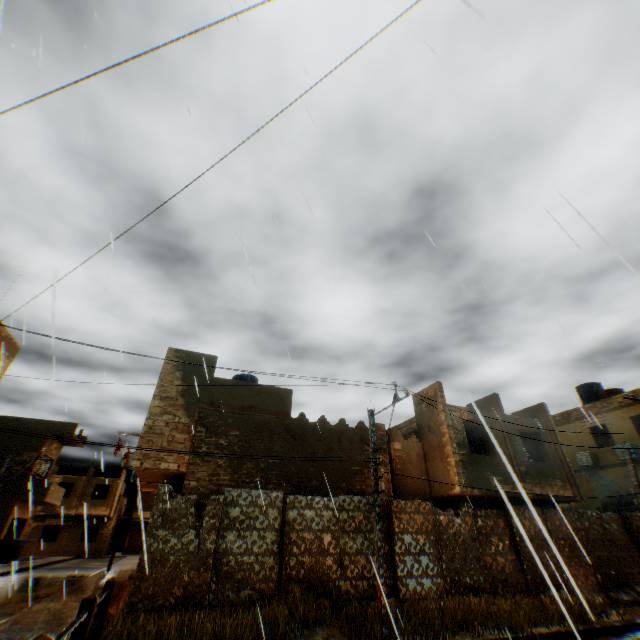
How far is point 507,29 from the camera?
6.4m

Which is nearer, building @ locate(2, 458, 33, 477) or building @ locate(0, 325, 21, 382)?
building @ locate(0, 325, 21, 382)

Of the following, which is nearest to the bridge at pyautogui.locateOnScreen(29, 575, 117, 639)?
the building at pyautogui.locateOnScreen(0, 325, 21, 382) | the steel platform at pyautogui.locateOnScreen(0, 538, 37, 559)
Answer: the steel platform at pyautogui.locateOnScreen(0, 538, 37, 559)

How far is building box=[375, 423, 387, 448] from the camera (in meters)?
15.40

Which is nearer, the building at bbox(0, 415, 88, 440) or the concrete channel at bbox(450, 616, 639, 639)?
the concrete channel at bbox(450, 616, 639, 639)

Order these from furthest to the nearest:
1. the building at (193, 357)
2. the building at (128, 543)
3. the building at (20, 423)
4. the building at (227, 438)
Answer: the building at (128, 543) < the building at (20, 423) < the building at (193, 357) < the building at (227, 438)

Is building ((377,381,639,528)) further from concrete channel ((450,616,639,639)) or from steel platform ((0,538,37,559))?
steel platform ((0,538,37,559))

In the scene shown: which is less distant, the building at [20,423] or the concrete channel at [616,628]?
the concrete channel at [616,628]
